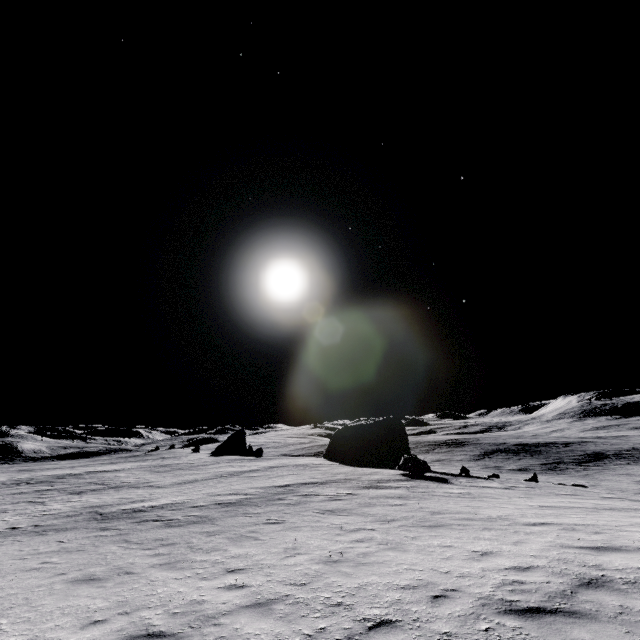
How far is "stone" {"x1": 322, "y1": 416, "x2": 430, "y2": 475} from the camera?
25.0m

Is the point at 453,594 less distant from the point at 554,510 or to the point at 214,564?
the point at 214,564

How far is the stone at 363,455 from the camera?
25.0 meters
